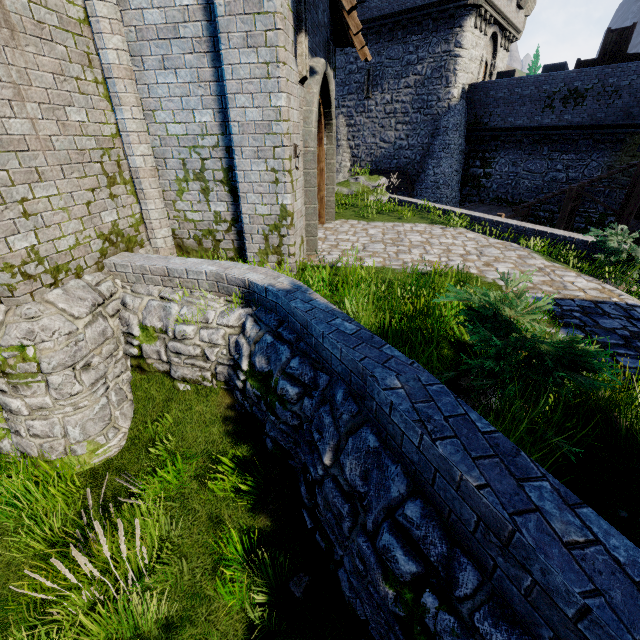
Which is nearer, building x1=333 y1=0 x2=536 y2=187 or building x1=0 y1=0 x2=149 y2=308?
building x1=0 y1=0 x2=149 y2=308

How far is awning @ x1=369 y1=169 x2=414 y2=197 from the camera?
23.7m

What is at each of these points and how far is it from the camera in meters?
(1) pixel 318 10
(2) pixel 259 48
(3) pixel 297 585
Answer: (1) double door, 7.1
(2) building, 4.8
(3) instancedfoliageactor, 3.4

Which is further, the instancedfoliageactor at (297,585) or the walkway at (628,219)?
the walkway at (628,219)

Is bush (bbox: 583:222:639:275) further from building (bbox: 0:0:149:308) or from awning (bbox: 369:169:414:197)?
awning (bbox: 369:169:414:197)

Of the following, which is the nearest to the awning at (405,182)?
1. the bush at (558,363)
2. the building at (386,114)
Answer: the building at (386,114)

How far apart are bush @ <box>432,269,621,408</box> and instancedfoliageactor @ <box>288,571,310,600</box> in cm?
258

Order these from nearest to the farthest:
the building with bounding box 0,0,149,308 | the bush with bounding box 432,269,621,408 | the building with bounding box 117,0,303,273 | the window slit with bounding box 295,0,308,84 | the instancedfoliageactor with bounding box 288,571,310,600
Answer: the bush with bounding box 432,269,621,408 → the instancedfoliageactor with bounding box 288,571,310,600 → the building with bounding box 0,0,149,308 → the building with bounding box 117,0,303,273 → the window slit with bounding box 295,0,308,84
